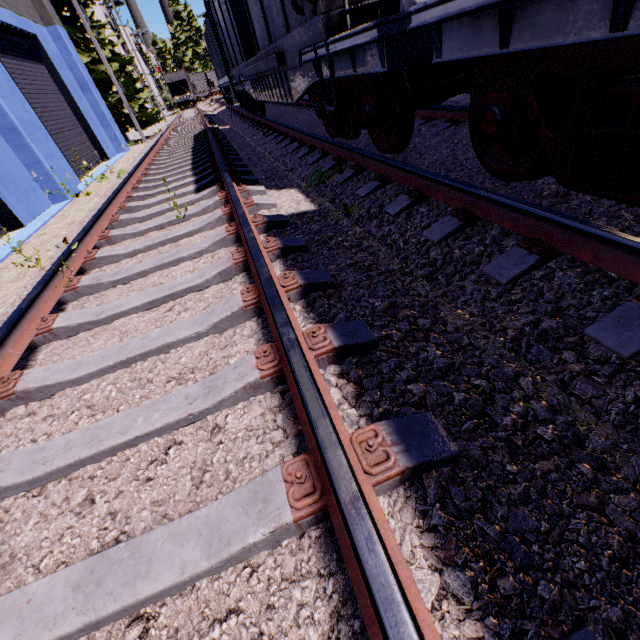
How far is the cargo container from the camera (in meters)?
16.50

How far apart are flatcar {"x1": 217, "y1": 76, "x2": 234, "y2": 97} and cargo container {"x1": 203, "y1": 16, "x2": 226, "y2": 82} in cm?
1

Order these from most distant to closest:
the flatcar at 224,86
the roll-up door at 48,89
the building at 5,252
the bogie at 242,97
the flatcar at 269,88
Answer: the flatcar at 224,86 → the bogie at 242,97 → the roll-up door at 48,89 → the building at 5,252 → the flatcar at 269,88

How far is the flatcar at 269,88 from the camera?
4.8 meters

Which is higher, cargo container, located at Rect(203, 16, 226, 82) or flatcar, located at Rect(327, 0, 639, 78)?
cargo container, located at Rect(203, 16, 226, 82)

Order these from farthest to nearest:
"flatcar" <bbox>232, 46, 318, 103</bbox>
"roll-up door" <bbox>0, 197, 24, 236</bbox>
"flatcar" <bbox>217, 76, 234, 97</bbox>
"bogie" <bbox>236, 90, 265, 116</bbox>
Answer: "flatcar" <bbox>217, 76, 234, 97</bbox>
"bogie" <bbox>236, 90, 265, 116</bbox>
"roll-up door" <bbox>0, 197, 24, 236</bbox>
"flatcar" <bbox>232, 46, 318, 103</bbox>

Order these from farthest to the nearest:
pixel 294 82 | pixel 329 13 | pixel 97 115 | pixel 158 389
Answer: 1. pixel 97 115
2. pixel 294 82
3. pixel 329 13
4. pixel 158 389

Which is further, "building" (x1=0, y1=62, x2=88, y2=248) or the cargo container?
the cargo container
